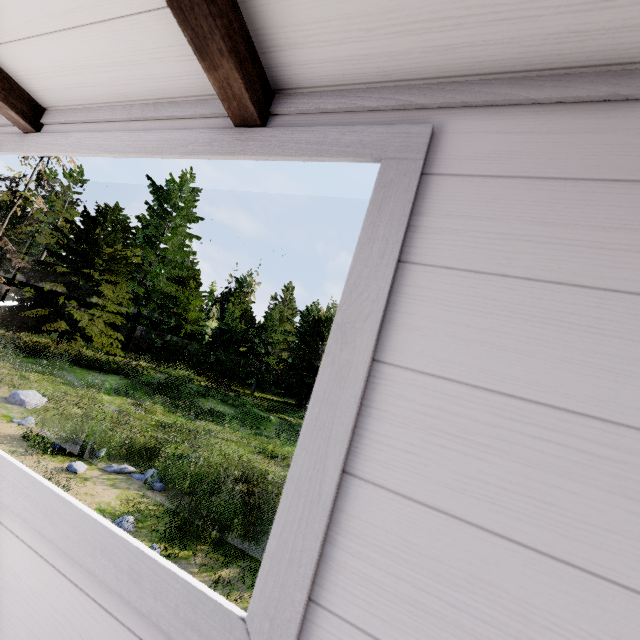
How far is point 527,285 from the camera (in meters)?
0.60

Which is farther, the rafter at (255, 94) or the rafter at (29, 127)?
the rafter at (29, 127)

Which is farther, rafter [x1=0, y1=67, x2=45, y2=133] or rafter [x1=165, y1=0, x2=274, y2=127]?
rafter [x1=0, y1=67, x2=45, y2=133]
